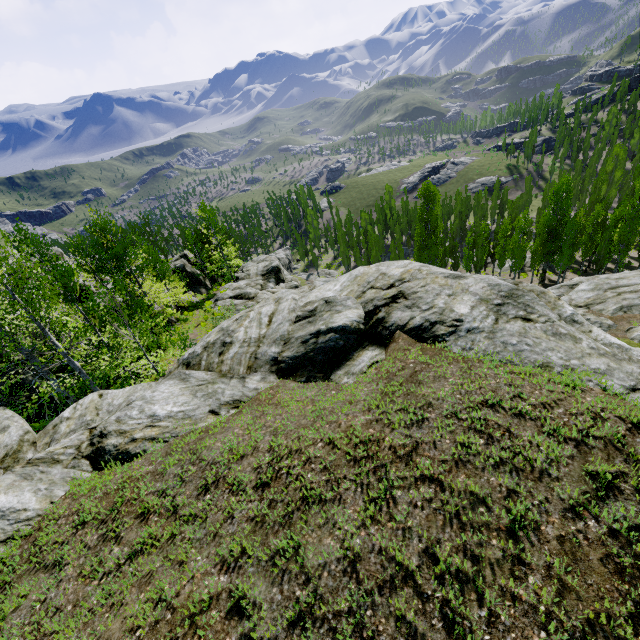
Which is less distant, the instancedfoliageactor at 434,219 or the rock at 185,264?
the rock at 185,264

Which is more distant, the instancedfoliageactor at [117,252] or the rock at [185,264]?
the rock at [185,264]

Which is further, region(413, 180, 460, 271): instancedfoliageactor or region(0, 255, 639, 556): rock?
region(413, 180, 460, 271): instancedfoliageactor

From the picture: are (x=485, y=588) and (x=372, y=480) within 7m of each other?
yes

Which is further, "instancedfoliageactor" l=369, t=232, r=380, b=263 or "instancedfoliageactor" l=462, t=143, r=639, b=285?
"instancedfoliageactor" l=369, t=232, r=380, b=263

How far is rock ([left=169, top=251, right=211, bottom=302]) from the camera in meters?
42.0 m

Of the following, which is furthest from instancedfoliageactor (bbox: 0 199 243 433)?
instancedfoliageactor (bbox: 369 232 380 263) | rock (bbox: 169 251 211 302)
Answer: instancedfoliageactor (bbox: 369 232 380 263)

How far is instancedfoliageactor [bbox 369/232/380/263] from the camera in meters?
55.6
